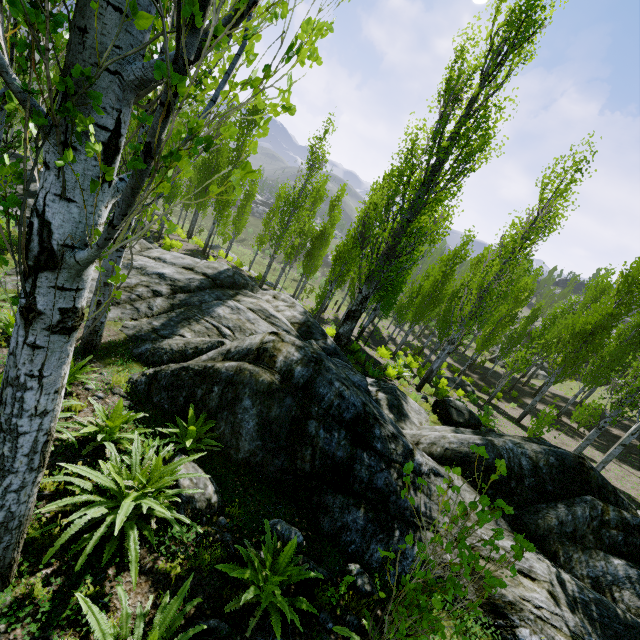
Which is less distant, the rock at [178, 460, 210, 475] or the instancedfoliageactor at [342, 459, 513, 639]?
the instancedfoliageactor at [342, 459, 513, 639]

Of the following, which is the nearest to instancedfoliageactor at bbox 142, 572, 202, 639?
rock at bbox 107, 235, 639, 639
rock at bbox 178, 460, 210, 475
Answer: rock at bbox 107, 235, 639, 639

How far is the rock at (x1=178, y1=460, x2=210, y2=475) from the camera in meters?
4.5 m

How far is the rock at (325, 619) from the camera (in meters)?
3.52

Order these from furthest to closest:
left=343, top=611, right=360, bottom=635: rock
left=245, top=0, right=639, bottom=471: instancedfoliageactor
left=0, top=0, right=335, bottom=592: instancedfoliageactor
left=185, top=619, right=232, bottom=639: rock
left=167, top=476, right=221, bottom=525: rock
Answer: left=245, top=0, right=639, bottom=471: instancedfoliageactor → left=167, top=476, right=221, bottom=525: rock → left=343, top=611, right=360, bottom=635: rock → left=185, top=619, right=232, bottom=639: rock → left=0, top=0, right=335, bottom=592: instancedfoliageactor

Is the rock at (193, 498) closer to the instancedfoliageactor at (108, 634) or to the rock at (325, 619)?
the rock at (325, 619)

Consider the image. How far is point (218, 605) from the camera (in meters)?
3.34
